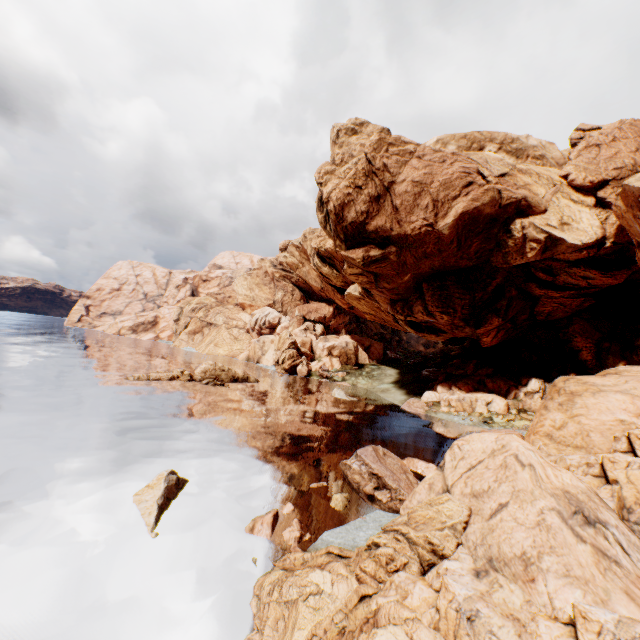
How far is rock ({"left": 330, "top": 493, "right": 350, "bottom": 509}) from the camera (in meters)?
15.43

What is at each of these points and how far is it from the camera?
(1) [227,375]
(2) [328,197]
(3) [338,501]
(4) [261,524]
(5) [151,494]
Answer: (1) rock, 43.9 meters
(2) rock, 38.9 meters
(3) rock, 15.7 meters
(4) rock, 12.8 meters
(5) rock, 13.6 meters

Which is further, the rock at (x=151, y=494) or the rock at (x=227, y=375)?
the rock at (x=227, y=375)

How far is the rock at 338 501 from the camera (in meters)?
15.43

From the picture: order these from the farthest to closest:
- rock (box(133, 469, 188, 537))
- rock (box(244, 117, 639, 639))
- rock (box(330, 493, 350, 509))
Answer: rock (box(330, 493, 350, 509)), rock (box(133, 469, 188, 537)), rock (box(244, 117, 639, 639))

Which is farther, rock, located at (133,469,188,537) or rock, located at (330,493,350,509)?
rock, located at (330,493,350,509)
